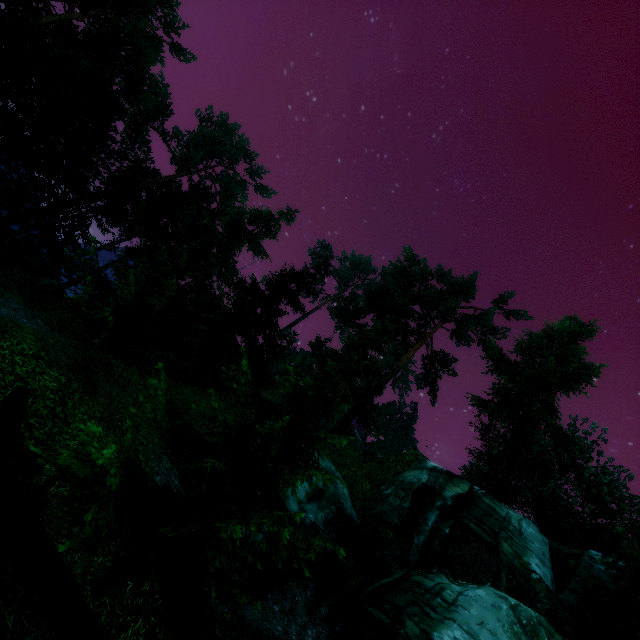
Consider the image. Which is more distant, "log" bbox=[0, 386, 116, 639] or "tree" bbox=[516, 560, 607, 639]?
"tree" bbox=[516, 560, 607, 639]

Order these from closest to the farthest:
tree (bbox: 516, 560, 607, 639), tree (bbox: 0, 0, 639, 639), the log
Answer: the log → tree (bbox: 0, 0, 639, 639) → tree (bbox: 516, 560, 607, 639)

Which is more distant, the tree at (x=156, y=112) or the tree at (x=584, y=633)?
the tree at (x=584, y=633)

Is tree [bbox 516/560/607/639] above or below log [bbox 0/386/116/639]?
above

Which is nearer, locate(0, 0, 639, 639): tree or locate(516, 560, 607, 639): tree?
locate(0, 0, 639, 639): tree

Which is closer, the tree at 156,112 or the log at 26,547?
the log at 26,547

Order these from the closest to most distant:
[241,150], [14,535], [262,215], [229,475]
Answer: [14,535]
[229,475]
[262,215]
[241,150]
